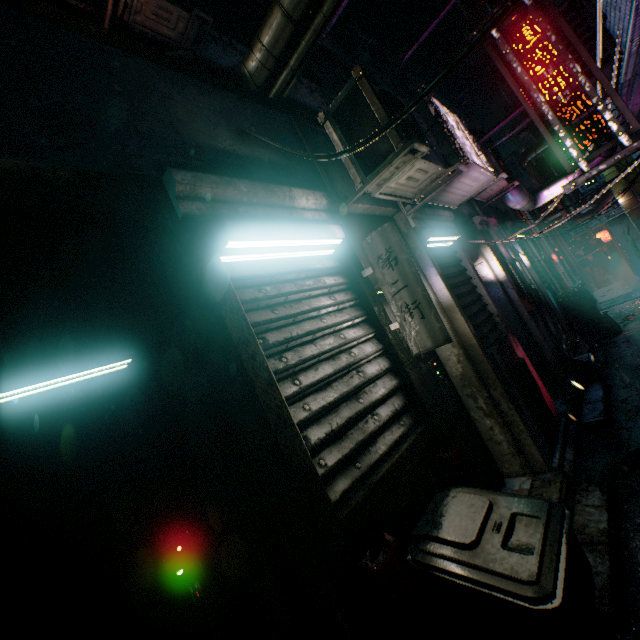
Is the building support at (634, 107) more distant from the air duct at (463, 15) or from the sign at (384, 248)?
the sign at (384, 248)

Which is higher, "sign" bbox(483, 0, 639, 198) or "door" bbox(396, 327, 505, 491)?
"sign" bbox(483, 0, 639, 198)

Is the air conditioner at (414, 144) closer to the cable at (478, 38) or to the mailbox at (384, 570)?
the cable at (478, 38)

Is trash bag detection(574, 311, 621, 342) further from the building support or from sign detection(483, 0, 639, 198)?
sign detection(483, 0, 639, 198)

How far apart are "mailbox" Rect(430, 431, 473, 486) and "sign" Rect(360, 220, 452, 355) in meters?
0.5

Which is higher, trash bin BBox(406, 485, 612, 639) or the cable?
the cable

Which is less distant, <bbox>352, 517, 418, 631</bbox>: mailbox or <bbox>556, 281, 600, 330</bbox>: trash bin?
<bbox>352, 517, 418, 631</bbox>: mailbox

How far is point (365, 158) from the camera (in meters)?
2.36
